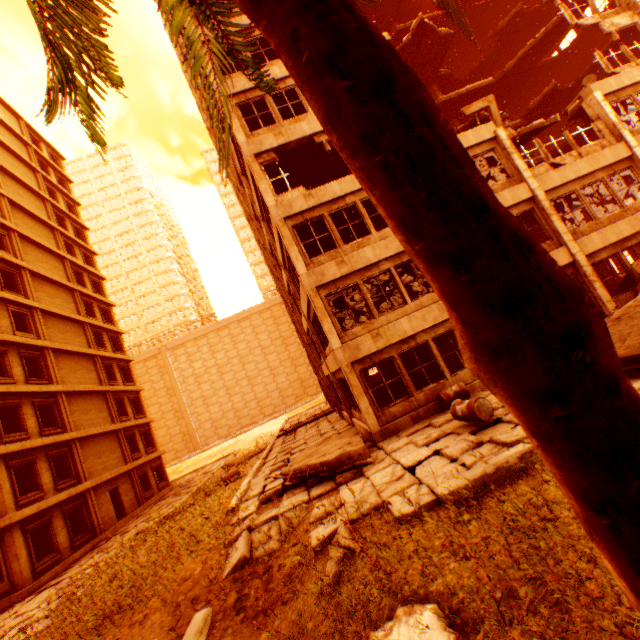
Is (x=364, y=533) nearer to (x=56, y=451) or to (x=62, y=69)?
(x=62, y=69)

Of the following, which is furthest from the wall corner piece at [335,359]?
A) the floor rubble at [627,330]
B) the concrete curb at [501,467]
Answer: the concrete curb at [501,467]

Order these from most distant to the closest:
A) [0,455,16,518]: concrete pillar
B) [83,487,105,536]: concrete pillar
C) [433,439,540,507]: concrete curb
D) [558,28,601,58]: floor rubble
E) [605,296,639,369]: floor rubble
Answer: [558,28,601,58]: floor rubble → [83,487,105,536]: concrete pillar → [0,455,16,518]: concrete pillar → [605,296,639,369]: floor rubble → [433,439,540,507]: concrete curb

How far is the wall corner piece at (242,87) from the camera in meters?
13.3 m

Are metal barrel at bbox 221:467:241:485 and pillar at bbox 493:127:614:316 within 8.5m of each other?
no

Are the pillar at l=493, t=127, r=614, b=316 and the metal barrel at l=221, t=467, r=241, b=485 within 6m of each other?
no

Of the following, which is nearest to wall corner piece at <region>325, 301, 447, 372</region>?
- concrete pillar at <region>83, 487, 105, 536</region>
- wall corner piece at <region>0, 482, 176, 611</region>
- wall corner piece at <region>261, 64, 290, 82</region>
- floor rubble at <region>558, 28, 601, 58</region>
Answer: wall corner piece at <region>261, 64, 290, 82</region>

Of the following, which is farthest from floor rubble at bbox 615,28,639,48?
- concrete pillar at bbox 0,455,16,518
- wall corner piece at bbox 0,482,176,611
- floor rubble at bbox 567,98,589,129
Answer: wall corner piece at bbox 0,482,176,611
